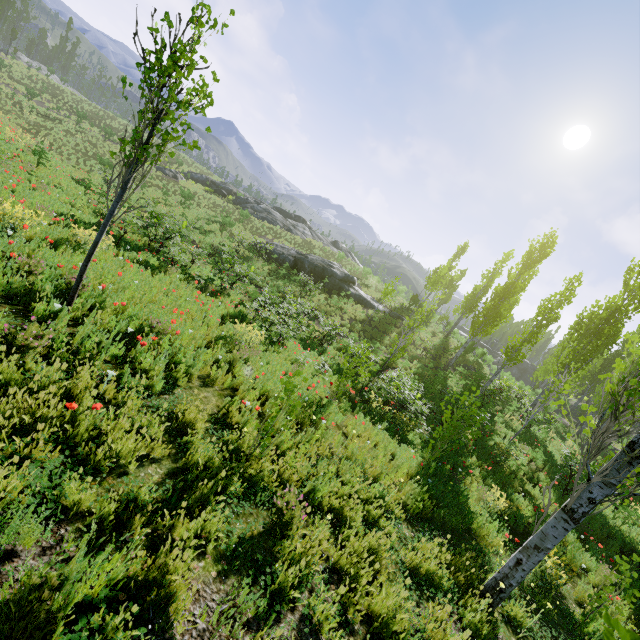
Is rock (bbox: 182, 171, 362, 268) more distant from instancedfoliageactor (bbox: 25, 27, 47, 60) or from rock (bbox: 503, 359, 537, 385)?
rock (bbox: 503, 359, 537, 385)

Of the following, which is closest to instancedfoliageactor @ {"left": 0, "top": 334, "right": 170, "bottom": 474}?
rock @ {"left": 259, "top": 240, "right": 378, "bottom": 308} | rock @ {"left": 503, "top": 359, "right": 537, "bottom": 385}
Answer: rock @ {"left": 503, "top": 359, "right": 537, "bottom": 385}

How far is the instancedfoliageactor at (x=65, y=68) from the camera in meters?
50.1 m

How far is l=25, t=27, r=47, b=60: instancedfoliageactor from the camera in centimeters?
5319cm

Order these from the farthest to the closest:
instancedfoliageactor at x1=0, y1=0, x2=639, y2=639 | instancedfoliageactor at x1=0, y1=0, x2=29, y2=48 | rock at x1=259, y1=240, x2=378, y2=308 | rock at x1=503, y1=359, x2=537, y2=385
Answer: rock at x1=503, y1=359, x2=537, y2=385, instancedfoliageactor at x1=0, y1=0, x2=29, y2=48, rock at x1=259, y1=240, x2=378, y2=308, instancedfoliageactor at x1=0, y1=0, x2=639, y2=639

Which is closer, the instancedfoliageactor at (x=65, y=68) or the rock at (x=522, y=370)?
the rock at (x=522, y=370)

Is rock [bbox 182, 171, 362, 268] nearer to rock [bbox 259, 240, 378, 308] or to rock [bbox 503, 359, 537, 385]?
rock [bbox 259, 240, 378, 308]

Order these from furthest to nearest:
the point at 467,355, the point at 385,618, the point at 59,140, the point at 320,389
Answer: the point at 467,355, the point at 59,140, the point at 320,389, the point at 385,618
